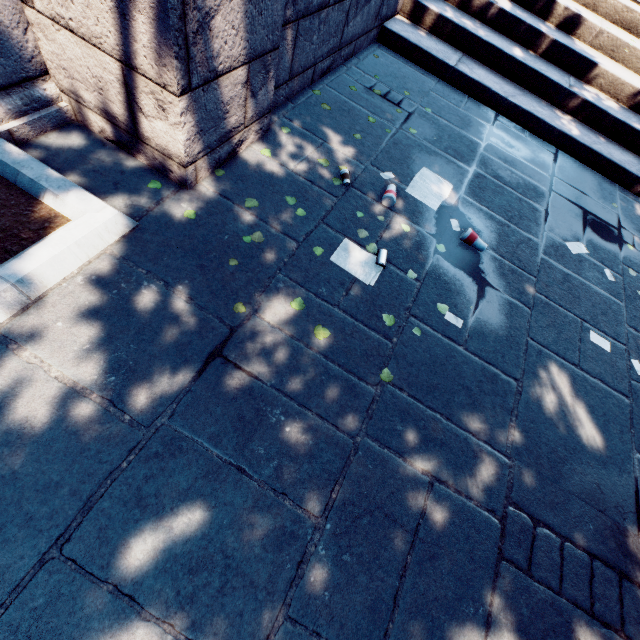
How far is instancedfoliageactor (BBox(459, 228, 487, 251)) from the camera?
3.76m

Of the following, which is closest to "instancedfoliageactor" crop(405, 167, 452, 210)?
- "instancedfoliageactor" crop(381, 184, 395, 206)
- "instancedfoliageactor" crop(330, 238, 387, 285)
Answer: "instancedfoliageactor" crop(381, 184, 395, 206)

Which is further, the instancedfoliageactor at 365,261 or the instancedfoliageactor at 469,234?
the instancedfoliageactor at 469,234

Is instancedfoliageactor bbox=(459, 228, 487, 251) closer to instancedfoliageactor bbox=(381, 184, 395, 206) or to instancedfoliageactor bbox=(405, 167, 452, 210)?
instancedfoliageactor bbox=(405, 167, 452, 210)

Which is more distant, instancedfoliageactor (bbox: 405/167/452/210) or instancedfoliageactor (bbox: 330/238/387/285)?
instancedfoliageactor (bbox: 405/167/452/210)

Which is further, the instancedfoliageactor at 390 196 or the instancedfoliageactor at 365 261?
the instancedfoliageactor at 390 196

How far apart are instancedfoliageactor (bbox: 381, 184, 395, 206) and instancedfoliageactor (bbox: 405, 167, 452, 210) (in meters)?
0.22

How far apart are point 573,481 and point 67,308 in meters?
4.2 m
